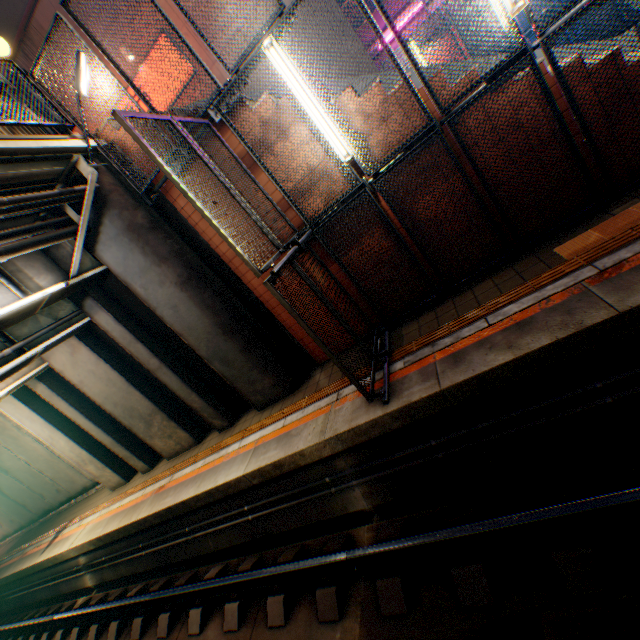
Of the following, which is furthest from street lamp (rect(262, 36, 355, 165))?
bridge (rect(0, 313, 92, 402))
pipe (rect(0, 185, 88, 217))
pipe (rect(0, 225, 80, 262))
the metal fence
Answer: bridge (rect(0, 313, 92, 402))

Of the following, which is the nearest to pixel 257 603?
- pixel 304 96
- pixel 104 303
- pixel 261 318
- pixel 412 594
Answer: pixel 412 594

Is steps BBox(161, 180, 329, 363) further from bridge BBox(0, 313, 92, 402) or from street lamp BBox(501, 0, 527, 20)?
bridge BBox(0, 313, 92, 402)

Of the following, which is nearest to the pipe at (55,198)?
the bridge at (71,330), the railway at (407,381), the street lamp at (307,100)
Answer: the bridge at (71,330)

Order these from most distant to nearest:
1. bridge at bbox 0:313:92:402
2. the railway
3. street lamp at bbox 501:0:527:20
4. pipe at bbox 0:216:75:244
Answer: bridge at bbox 0:313:92:402 → pipe at bbox 0:216:75:244 → street lamp at bbox 501:0:527:20 → the railway

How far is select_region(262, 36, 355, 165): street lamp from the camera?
4.48m

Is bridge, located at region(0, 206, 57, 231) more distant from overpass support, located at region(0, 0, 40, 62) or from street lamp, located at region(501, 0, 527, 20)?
street lamp, located at region(501, 0, 527, 20)

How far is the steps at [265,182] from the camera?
5.4m
